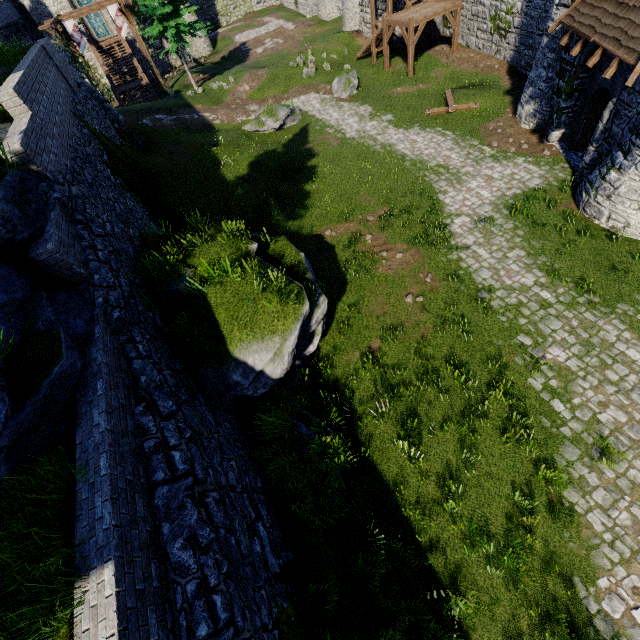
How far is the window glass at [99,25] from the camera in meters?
33.1

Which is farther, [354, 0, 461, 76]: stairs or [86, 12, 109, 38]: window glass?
[86, 12, 109, 38]: window glass

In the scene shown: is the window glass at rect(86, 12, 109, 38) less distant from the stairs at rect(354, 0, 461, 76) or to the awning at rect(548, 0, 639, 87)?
the stairs at rect(354, 0, 461, 76)

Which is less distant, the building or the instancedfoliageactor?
the building

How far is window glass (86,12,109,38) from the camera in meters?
33.1

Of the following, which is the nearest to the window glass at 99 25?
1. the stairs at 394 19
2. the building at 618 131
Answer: the stairs at 394 19

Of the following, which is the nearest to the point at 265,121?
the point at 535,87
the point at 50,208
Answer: the point at 535,87
